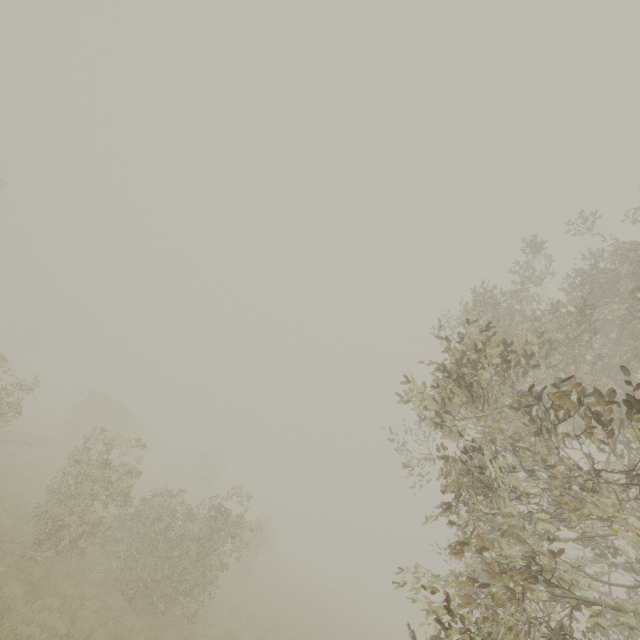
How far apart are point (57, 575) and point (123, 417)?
25.61m

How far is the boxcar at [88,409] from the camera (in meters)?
28.94

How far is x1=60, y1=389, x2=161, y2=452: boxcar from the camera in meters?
28.9 m
